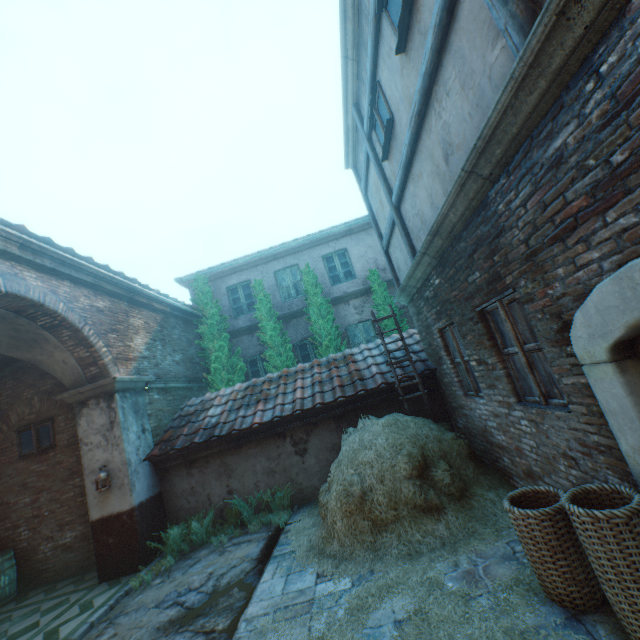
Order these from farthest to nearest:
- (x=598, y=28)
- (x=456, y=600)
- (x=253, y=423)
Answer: (x=253, y=423) < (x=456, y=600) < (x=598, y=28)

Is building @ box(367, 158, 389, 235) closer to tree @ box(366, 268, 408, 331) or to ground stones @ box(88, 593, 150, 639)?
ground stones @ box(88, 593, 150, 639)

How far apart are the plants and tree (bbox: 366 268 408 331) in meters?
6.3

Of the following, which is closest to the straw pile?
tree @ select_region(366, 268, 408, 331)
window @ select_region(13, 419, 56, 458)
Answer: tree @ select_region(366, 268, 408, 331)

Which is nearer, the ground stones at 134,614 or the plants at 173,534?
the ground stones at 134,614

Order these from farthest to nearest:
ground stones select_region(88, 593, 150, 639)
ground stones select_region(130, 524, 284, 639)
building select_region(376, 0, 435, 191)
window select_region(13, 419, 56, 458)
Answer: window select_region(13, 419, 56, 458)
ground stones select_region(88, 593, 150, 639)
ground stones select_region(130, 524, 284, 639)
building select_region(376, 0, 435, 191)

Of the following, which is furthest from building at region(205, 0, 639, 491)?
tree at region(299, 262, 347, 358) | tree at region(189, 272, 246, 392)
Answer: tree at region(299, 262, 347, 358)

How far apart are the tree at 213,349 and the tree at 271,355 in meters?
0.7
